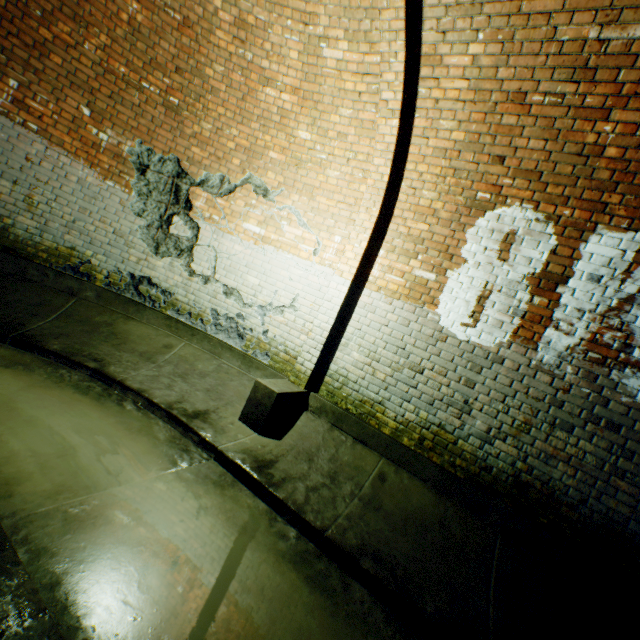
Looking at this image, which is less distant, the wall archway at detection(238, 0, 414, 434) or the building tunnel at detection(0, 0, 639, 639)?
the building tunnel at detection(0, 0, 639, 639)

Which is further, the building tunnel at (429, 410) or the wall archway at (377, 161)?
the wall archway at (377, 161)

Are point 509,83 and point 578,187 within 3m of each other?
yes
